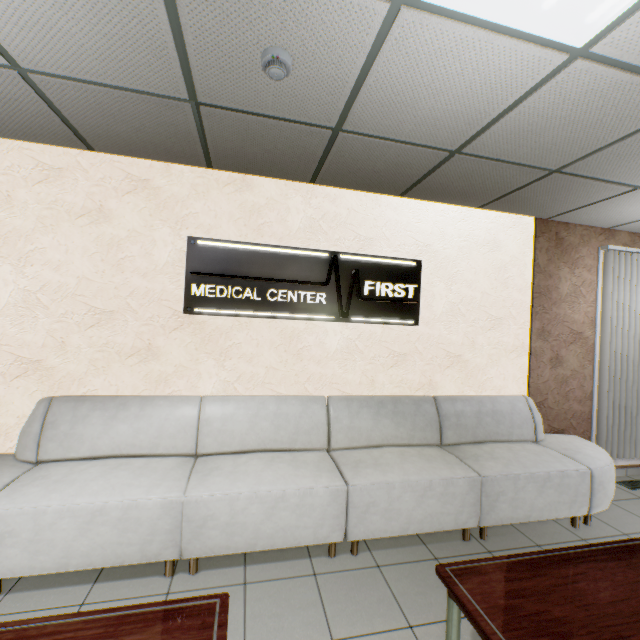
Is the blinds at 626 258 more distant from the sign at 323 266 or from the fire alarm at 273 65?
the fire alarm at 273 65

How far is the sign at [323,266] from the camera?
3.08m

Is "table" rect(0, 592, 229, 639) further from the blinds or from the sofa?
the blinds

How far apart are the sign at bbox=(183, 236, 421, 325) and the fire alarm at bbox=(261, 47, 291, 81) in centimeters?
153cm

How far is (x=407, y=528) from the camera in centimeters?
262cm

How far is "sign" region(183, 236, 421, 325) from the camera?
3.1 meters

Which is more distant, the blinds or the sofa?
the blinds

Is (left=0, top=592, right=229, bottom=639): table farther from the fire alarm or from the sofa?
the fire alarm
